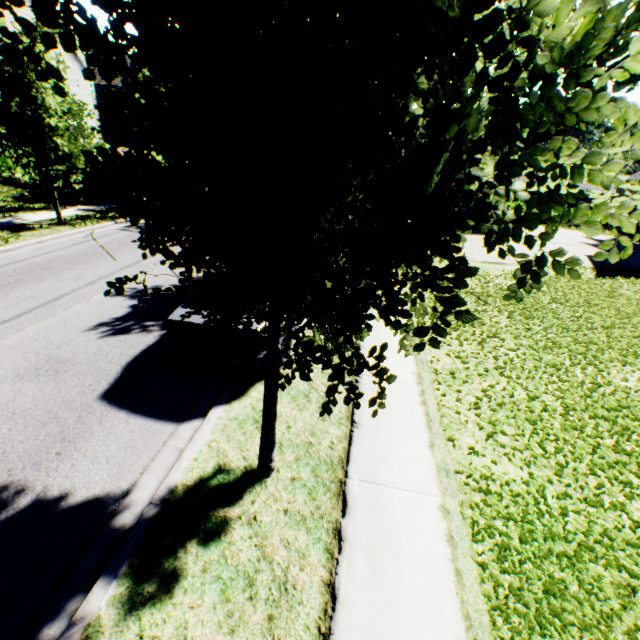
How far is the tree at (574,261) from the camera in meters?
0.9

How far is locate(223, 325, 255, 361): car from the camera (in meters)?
4.90

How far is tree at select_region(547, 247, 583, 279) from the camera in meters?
0.9

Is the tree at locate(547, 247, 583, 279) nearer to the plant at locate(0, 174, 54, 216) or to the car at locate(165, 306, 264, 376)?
the car at locate(165, 306, 264, 376)

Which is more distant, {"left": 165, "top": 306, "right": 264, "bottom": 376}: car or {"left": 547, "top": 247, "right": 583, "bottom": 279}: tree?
{"left": 165, "top": 306, "right": 264, "bottom": 376}: car

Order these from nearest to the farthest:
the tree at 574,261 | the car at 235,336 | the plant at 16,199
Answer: the tree at 574,261 → the car at 235,336 → the plant at 16,199

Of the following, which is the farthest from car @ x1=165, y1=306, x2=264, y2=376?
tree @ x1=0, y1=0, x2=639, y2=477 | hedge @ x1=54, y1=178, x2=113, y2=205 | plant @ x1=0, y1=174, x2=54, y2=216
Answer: plant @ x1=0, y1=174, x2=54, y2=216

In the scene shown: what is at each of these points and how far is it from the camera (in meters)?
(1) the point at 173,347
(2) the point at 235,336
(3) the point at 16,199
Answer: (1) car, 5.20
(2) car, 4.93
(3) plant, 14.57
